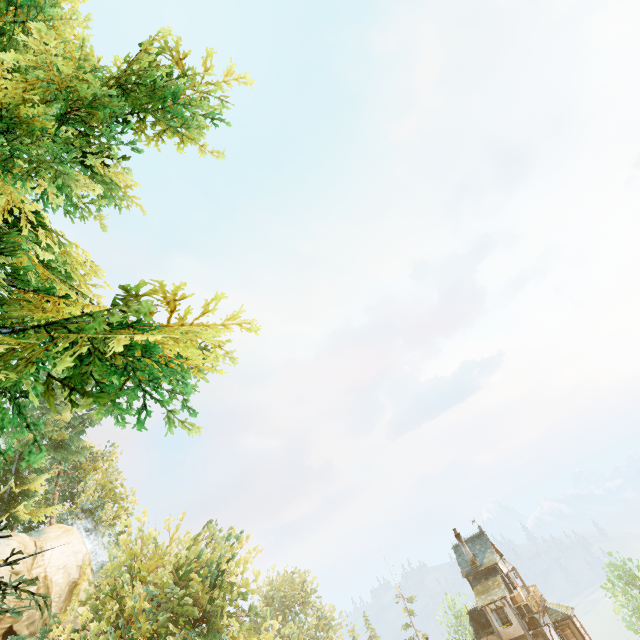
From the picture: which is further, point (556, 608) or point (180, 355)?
point (556, 608)

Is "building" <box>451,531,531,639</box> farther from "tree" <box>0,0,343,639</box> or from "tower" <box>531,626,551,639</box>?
"tree" <box>0,0,343,639</box>

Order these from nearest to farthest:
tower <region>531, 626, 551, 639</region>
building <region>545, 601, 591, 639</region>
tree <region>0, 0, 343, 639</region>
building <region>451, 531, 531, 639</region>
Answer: tree <region>0, 0, 343, 639</region>
tower <region>531, 626, 551, 639</region>
building <region>451, 531, 531, 639</region>
building <region>545, 601, 591, 639</region>

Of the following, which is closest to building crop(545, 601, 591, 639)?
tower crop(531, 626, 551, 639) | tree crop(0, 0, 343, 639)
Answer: tower crop(531, 626, 551, 639)

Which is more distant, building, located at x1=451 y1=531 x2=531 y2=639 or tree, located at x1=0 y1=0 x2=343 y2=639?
building, located at x1=451 y1=531 x2=531 y2=639

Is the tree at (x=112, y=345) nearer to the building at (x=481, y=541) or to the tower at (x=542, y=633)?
the building at (x=481, y=541)

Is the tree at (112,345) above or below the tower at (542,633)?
above
